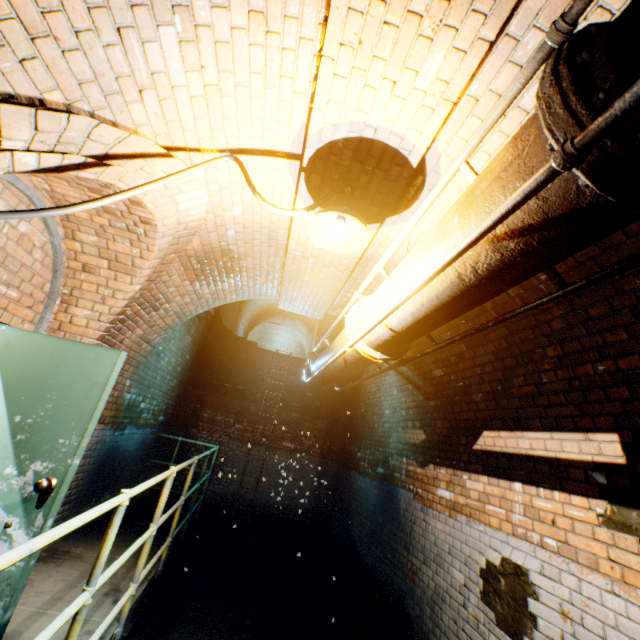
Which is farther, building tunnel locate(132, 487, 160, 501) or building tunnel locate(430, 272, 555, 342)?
building tunnel locate(132, 487, 160, 501)

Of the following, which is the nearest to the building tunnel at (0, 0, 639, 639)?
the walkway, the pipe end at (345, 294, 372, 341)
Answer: the walkway

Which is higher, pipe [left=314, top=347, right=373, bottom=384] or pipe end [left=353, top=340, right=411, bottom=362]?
pipe [left=314, top=347, right=373, bottom=384]

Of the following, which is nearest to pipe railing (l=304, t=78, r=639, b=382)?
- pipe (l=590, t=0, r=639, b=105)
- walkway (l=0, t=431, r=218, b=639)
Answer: pipe (l=590, t=0, r=639, b=105)

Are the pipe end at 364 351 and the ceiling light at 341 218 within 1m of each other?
yes

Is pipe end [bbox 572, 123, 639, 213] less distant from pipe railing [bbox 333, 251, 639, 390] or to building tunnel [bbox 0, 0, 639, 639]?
pipe railing [bbox 333, 251, 639, 390]

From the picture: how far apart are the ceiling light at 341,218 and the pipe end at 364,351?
0.4 meters

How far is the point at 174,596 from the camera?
5.2m
